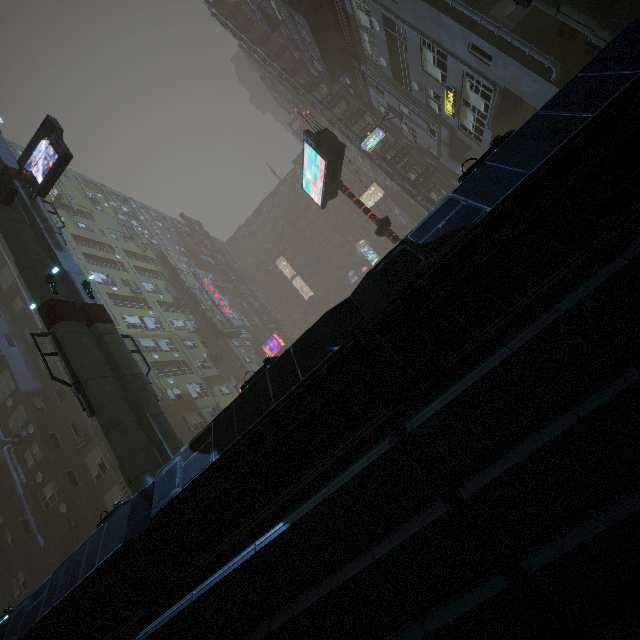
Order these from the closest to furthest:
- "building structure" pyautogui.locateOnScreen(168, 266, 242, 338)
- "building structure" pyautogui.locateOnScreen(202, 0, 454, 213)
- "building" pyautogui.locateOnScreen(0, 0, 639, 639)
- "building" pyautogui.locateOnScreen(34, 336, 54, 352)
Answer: "building" pyautogui.locateOnScreen(0, 0, 639, 639) → "building" pyautogui.locateOnScreen(34, 336, 54, 352) → "building structure" pyautogui.locateOnScreen(202, 0, 454, 213) → "building structure" pyautogui.locateOnScreen(168, 266, 242, 338)

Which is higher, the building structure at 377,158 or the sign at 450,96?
the building structure at 377,158

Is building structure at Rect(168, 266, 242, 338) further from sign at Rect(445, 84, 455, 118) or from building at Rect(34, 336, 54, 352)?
sign at Rect(445, 84, 455, 118)

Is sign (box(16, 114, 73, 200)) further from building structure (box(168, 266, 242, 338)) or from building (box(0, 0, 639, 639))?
building structure (box(168, 266, 242, 338))

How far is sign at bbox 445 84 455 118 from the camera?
17.45m

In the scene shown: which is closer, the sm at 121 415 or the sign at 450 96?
the sm at 121 415

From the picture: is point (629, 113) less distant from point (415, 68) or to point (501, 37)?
point (501, 37)

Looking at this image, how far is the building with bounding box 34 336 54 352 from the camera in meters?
23.5
